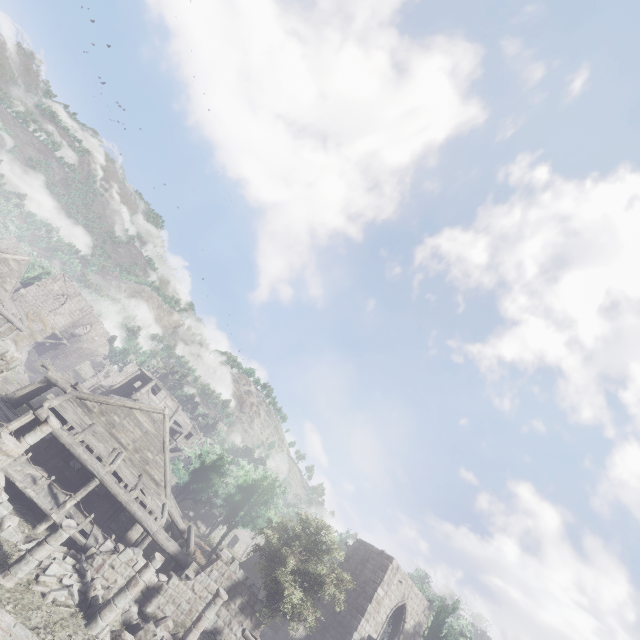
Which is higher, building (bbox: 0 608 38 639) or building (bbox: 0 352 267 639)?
building (bbox: 0 352 267 639)

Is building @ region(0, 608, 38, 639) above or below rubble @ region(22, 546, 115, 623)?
below

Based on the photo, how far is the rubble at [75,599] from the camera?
11.7 meters

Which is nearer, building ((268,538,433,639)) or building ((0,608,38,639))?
building ((0,608,38,639))

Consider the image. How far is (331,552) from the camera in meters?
19.5 m

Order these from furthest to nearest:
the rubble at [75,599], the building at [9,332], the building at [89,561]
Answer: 1. the building at [9,332]
2. the building at [89,561]
3. the rubble at [75,599]

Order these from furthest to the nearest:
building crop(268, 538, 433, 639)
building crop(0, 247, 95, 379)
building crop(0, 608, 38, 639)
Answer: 1. building crop(0, 247, 95, 379)
2. building crop(268, 538, 433, 639)
3. building crop(0, 608, 38, 639)
